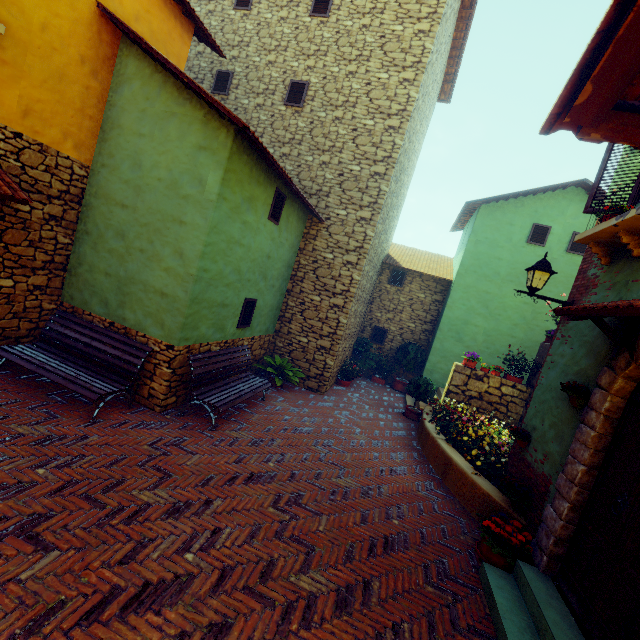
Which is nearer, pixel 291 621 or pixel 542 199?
pixel 291 621

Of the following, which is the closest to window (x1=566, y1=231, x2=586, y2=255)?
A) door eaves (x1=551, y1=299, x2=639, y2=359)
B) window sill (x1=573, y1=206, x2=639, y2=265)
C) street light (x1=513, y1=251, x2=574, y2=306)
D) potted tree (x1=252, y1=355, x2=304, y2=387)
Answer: window sill (x1=573, y1=206, x2=639, y2=265)

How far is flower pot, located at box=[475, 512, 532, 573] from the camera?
4.06m

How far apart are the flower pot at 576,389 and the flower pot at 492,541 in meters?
1.8 m

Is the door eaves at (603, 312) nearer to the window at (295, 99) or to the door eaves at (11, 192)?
the window at (295, 99)

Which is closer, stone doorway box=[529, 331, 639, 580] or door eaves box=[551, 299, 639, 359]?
door eaves box=[551, 299, 639, 359]

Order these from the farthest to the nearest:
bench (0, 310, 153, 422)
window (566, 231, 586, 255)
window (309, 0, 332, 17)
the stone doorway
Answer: window (566, 231, 586, 255)
window (309, 0, 332, 17)
bench (0, 310, 153, 422)
the stone doorway

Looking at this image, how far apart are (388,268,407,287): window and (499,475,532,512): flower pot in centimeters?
887cm
